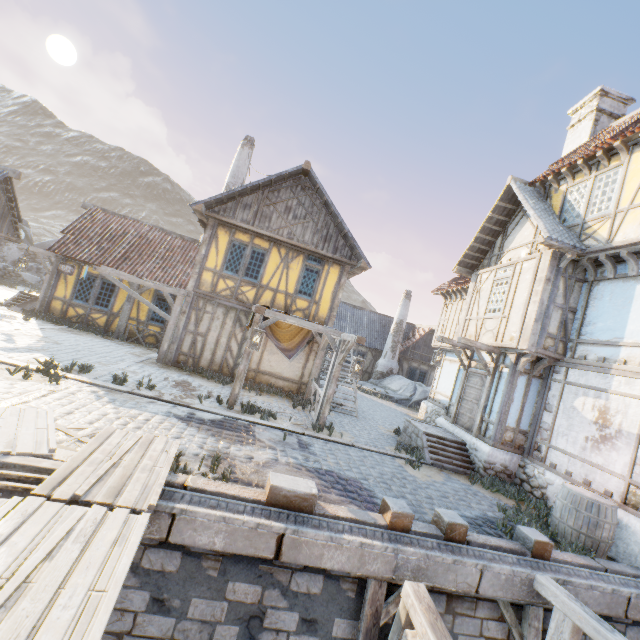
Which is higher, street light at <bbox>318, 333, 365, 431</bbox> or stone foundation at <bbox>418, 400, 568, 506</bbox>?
street light at <bbox>318, 333, 365, 431</bbox>

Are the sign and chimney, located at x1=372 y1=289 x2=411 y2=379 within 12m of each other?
no

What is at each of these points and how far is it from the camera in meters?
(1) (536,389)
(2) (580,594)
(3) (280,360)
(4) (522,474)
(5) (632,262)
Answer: (1) building, 9.7
(2) stone blocks, 5.2
(3) building, 13.0
(4) stone foundation, 9.1
(5) wooden structure, 7.9

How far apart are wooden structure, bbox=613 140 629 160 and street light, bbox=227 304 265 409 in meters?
10.1

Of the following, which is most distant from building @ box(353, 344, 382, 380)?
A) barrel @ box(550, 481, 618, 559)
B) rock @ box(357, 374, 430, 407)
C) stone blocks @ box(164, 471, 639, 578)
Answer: barrel @ box(550, 481, 618, 559)

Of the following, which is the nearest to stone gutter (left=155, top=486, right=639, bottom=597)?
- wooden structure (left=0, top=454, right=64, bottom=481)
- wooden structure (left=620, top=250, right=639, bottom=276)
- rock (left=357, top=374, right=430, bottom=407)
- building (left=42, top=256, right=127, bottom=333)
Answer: wooden structure (left=0, top=454, right=64, bottom=481)

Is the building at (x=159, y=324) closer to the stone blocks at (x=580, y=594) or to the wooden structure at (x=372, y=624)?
the stone blocks at (x=580, y=594)

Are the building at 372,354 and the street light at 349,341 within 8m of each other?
no
